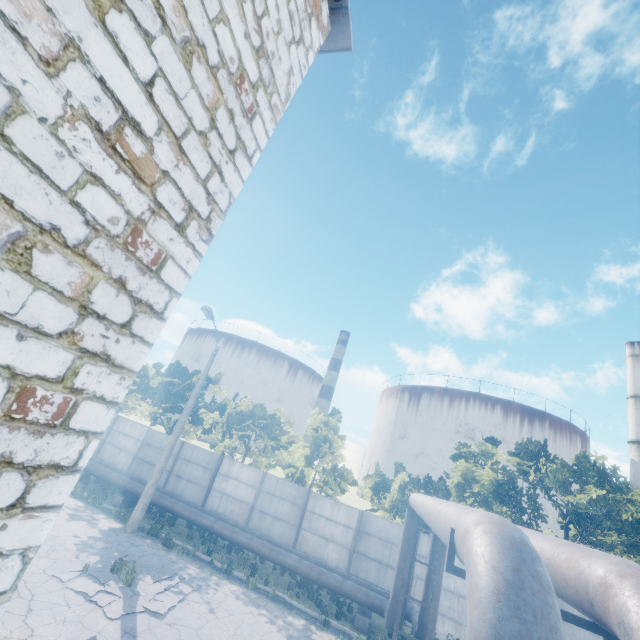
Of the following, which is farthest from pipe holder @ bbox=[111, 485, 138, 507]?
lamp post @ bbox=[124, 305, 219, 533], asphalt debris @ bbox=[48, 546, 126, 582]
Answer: asphalt debris @ bbox=[48, 546, 126, 582]

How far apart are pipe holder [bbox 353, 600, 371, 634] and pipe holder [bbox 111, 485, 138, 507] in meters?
12.4 m

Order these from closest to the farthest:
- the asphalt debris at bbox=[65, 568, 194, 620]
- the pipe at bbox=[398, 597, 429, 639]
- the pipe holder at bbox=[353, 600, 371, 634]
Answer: the asphalt debris at bbox=[65, 568, 194, 620]
the pipe at bbox=[398, 597, 429, 639]
the pipe holder at bbox=[353, 600, 371, 634]

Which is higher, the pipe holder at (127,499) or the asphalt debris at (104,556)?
the pipe holder at (127,499)

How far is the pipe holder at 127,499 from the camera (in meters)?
16.50

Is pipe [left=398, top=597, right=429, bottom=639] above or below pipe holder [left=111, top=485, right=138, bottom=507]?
above

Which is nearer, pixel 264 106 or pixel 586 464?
pixel 264 106

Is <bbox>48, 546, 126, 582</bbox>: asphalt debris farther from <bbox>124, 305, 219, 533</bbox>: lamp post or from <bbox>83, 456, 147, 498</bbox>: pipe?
<bbox>83, 456, 147, 498</bbox>: pipe
